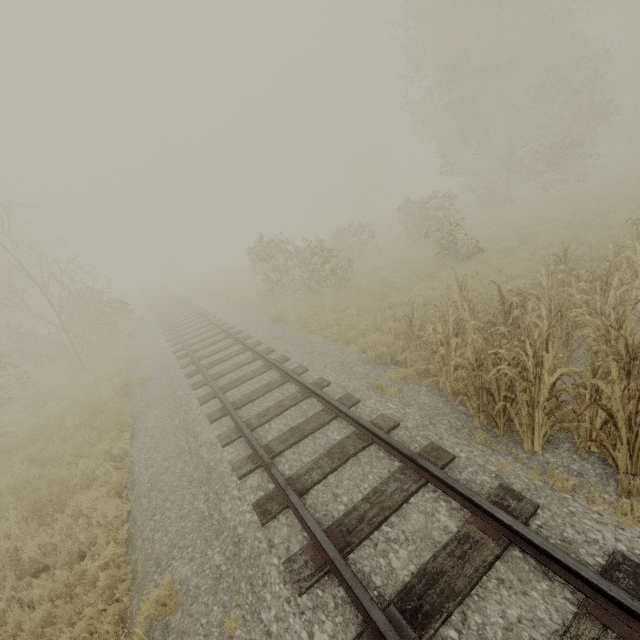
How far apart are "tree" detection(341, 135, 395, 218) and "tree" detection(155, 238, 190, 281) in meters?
31.3 m

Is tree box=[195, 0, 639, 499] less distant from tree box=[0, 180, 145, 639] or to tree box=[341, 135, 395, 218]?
tree box=[0, 180, 145, 639]

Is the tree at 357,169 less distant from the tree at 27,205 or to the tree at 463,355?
the tree at 463,355

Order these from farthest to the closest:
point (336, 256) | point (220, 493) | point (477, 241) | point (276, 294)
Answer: point (276, 294), point (336, 256), point (477, 241), point (220, 493)

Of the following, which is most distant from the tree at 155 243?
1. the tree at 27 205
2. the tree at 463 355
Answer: the tree at 463 355

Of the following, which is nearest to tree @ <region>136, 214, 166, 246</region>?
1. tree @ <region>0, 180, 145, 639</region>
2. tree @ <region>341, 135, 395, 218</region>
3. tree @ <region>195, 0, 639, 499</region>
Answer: tree @ <region>0, 180, 145, 639</region>

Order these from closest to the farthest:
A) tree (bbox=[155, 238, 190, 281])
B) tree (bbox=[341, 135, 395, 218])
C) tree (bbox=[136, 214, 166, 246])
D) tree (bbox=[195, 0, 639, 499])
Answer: tree (bbox=[195, 0, 639, 499]) < tree (bbox=[136, 214, 166, 246]) < tree (bbox=[155, 238, 190, 281]) < tree (bbox=[341, 135, 395, 218])
